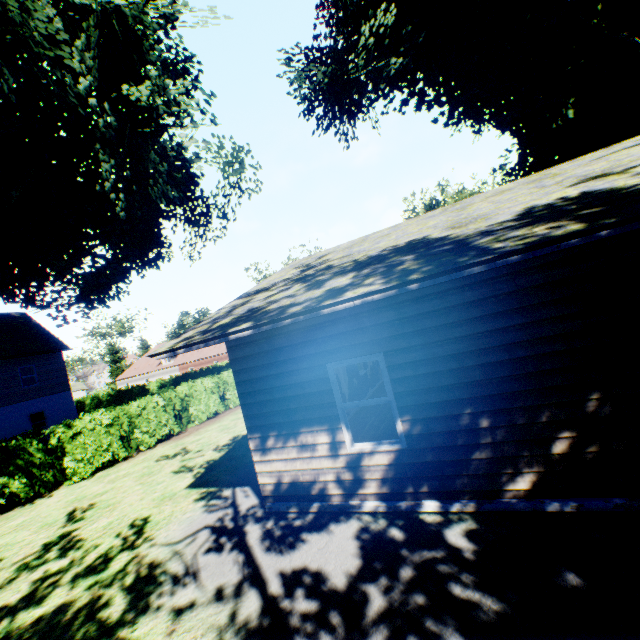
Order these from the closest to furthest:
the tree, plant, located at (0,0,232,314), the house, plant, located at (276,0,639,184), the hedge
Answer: the house → plant, located at (0,0,232,314) → the hedge → plant, located at (276,0,639,184) → the tree

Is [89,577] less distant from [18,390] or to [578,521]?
[578,521]

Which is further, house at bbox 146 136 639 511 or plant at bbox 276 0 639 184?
plant at bbox 276 0 639 184

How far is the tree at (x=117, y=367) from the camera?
57.5 meters

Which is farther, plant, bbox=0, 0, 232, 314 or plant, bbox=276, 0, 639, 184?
plant, bbox=276, 0, 639, 184

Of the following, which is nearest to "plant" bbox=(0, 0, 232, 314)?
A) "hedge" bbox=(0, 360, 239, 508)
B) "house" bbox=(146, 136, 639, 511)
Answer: "house" bbox=(146, 136, 639, 511)

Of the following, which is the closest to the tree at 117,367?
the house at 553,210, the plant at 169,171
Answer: the plant at 169,171

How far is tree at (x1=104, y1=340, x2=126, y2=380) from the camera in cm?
5748
